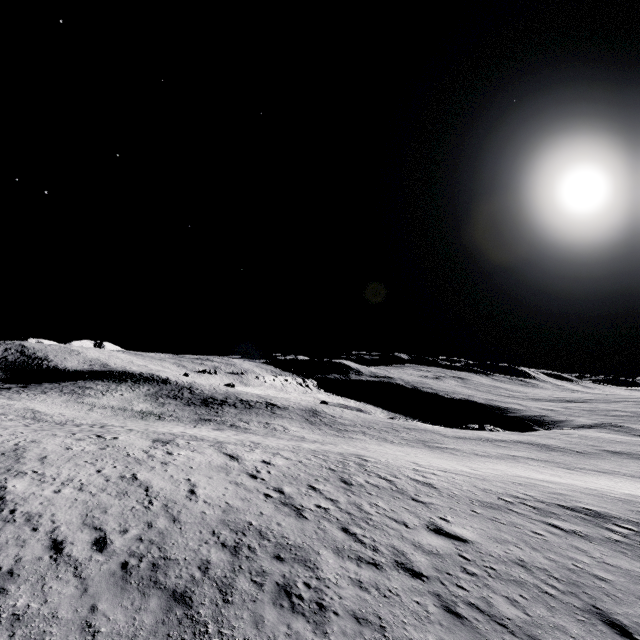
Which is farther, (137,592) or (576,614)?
(576,614)
